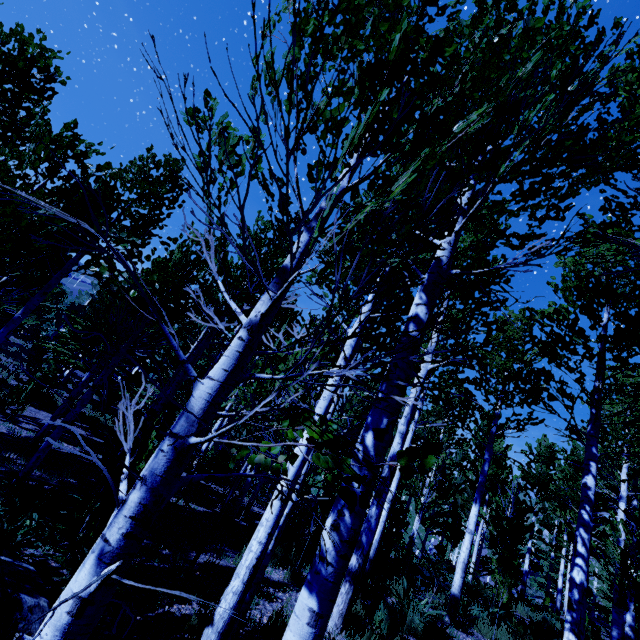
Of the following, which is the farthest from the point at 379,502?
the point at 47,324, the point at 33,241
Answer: the point at 47,324

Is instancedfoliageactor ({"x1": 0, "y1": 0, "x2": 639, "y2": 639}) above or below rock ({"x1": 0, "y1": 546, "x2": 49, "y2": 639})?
above

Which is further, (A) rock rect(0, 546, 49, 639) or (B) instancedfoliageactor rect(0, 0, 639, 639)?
(A) rock rect(0, 546, 49, 639)

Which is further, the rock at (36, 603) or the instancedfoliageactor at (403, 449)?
the rock at (36, 603)

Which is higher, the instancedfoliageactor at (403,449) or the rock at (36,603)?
the instancedfoliageactor at (403,449)
